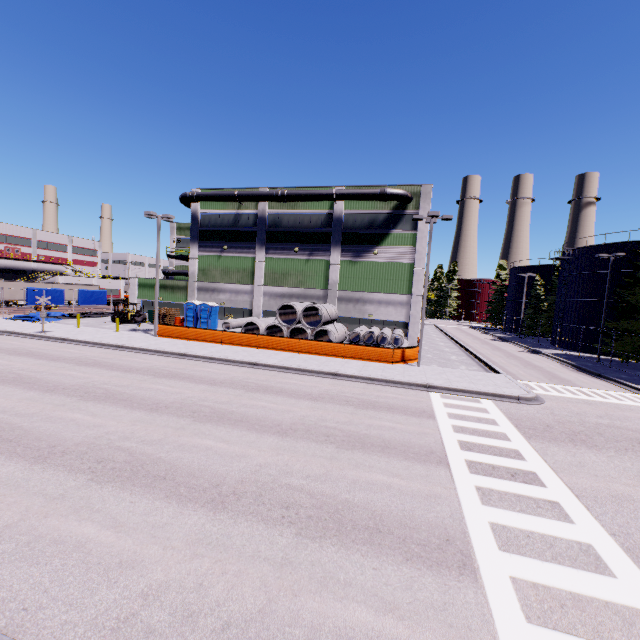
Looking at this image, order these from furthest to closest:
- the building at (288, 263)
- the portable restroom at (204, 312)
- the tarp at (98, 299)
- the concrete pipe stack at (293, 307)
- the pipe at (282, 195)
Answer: the tarp at (98, 299), the portable restroom at (204, 312), the building at (288, 263), the pipe at (282, 195), the concrete pipe stack at (293, 307)

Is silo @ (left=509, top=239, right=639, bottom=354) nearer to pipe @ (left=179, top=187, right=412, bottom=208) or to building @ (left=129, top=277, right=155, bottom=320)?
building @ (left=129, top=277, right=155, bottom=320)

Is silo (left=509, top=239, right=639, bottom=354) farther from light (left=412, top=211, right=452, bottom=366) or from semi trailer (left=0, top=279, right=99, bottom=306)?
semi trailer (left=0, top=279, right=99, bottom=306)

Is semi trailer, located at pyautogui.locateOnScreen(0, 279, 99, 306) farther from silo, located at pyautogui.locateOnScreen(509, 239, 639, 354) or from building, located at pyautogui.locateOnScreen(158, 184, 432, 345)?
silo, located at pyautogui.locateOnScreen(509, 239, 639, 354)

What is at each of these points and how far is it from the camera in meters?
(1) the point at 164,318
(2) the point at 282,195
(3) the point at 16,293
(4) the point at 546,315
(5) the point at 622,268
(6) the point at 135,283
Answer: (1) pallet, 34.8
(2) pipe, 30.7
(3) semi trailer, 44.7
(4) tree, 49.4
(5) silo, 33.5
(6) building, 37.5

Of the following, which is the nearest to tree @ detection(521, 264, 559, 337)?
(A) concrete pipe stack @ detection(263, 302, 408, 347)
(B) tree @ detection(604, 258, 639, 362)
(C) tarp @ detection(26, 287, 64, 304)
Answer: (B) tree @ detection(604, 258, 639, 362)

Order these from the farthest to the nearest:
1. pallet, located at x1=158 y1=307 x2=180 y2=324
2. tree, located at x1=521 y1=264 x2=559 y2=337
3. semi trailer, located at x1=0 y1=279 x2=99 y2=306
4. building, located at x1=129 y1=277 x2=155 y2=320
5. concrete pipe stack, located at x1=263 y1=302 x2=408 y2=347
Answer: tree, located at x1=521 y1=264 x2=559 y2=337 → semi trailer, located at x1=0 y1=279 x2=99 y2=306 → building, located at x1=129 y1=277 x2=155 y2=320 → pallet, located at x1=158 y1=307 x2=180 y2=324 → concrete pipe stack, located at x1=263 y1=302 x2=408 y2=347

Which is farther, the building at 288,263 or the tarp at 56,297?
the tarp at 56,297
